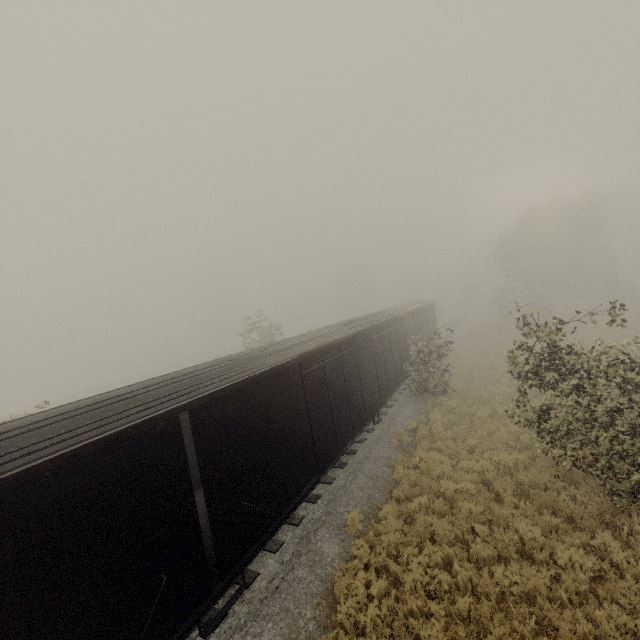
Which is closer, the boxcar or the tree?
the boxcar

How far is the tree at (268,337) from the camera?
27.23m

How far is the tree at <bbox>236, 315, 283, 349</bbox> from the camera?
27.2 meters

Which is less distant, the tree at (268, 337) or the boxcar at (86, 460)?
the boxcar at (86, 460)

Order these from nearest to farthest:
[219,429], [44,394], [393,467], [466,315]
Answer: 1. [219,429]
2. [393,467]
3. [44,394]
4. [466,315]
